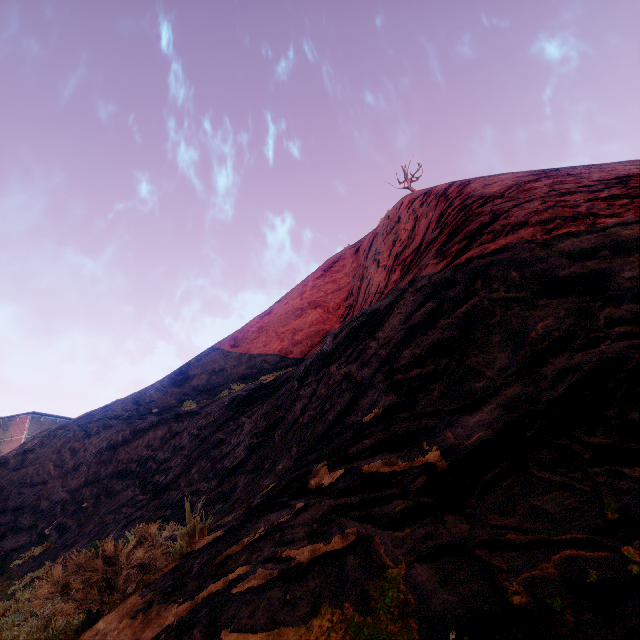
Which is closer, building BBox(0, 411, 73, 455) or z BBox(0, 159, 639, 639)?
z BBox(0, 159, 639, 639)

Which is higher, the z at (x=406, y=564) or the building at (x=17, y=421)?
the building at (x=17, y=421)

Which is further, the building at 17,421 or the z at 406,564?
the building at 17,421

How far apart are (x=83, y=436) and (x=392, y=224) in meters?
15.6 m

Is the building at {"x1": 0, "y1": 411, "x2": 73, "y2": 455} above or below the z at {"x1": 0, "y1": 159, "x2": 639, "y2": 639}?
above
